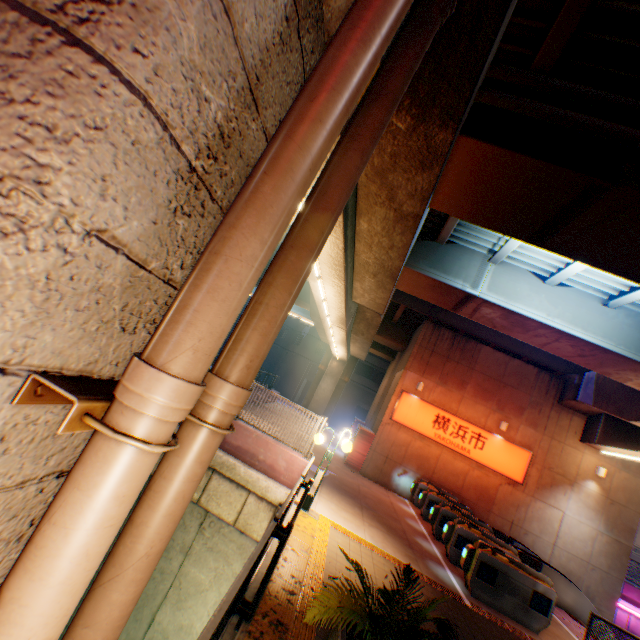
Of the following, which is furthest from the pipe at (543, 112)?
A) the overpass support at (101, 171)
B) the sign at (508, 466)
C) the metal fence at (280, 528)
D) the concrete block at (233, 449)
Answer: the sign at (508, 466)

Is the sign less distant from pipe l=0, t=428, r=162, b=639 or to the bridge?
the bridge

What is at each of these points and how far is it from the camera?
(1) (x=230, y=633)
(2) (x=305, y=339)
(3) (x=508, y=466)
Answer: (1) bridge, 3.8 meters
(2) building, 43.3 meters
(3) sign, 15.5 meters

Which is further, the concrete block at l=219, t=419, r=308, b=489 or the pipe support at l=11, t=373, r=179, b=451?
the concrete block at l=219, t=419, r=308, b=489

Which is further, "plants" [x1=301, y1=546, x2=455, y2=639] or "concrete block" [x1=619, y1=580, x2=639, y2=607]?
"concrete block" [x1=619, y1=580, x2=639, y2=607]

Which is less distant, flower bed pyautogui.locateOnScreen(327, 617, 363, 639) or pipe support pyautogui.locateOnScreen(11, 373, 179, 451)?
pipe support pyautogui.locateOnScreen(11, 373, 179, 451)

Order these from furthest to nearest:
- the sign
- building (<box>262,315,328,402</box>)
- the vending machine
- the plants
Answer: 1. building (<box>262,315,328,402</box>)
2. the vending machine
3. the sign
4. the plants

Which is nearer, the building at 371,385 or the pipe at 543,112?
the pipe at 543,112
